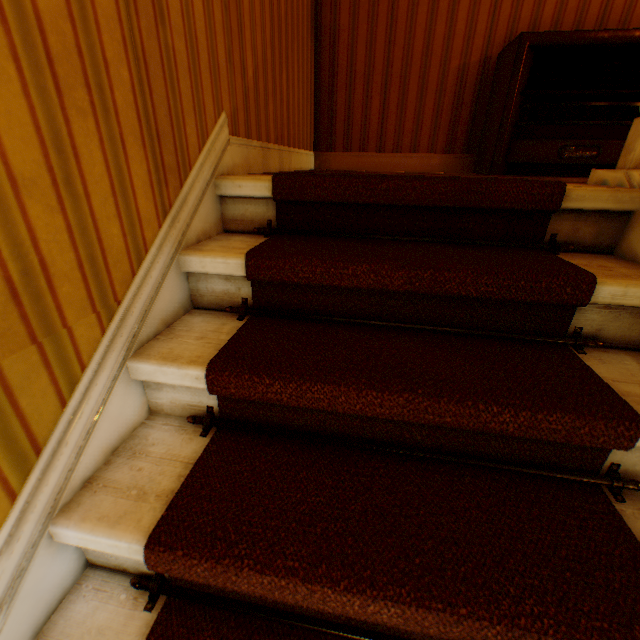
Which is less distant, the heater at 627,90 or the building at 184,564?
the building at 184,564

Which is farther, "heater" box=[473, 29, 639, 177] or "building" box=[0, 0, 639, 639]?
"heater" box=[473, 29, 639, 177]

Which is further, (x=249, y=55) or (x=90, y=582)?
(x=249, y=55)
